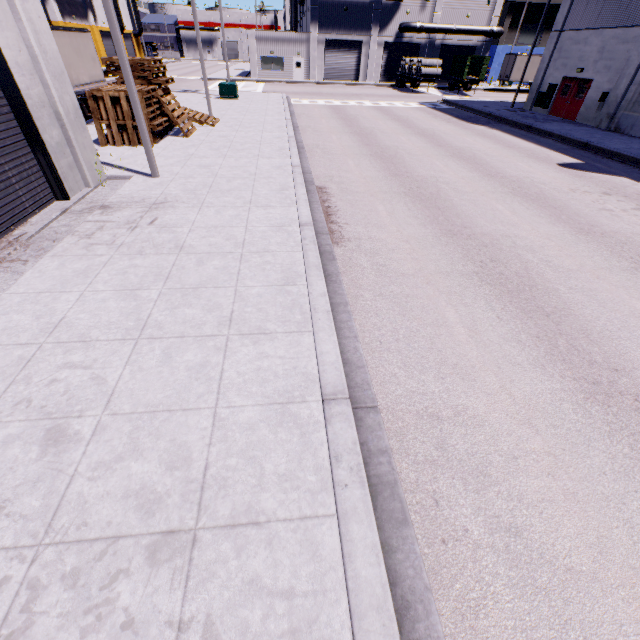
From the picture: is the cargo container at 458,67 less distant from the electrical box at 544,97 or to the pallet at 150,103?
the electrical box at 544,97

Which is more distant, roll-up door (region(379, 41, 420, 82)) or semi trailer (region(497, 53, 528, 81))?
roll-up door (region(379, 41, 420, 82))

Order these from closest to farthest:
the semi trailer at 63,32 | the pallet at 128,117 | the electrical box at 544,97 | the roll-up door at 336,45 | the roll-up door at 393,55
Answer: the pallet at 128,117
the semi trailer at 63,32
the electrical box at 544,97
the roll-up door at 336,45
the roll-up door at 393,55

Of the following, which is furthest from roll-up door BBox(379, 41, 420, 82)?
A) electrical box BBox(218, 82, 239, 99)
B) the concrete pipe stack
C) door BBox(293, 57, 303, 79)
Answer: electrical box BBox(218, 82, 239, 99)

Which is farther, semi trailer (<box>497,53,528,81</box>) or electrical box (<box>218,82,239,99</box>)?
semi trailer (<box>497,53,528,81</box>)

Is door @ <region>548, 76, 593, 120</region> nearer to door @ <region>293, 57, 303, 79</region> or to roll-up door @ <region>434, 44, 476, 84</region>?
roll-up door @ <region>434, 44, 476, 84</region>

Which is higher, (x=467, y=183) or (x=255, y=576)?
(x=255, y=576)

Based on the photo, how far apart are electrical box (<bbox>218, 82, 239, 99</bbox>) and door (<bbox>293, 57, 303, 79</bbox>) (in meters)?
23.36
